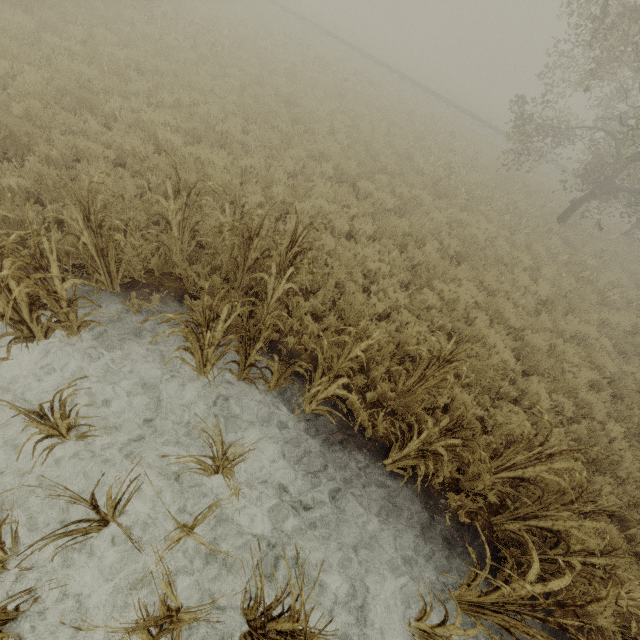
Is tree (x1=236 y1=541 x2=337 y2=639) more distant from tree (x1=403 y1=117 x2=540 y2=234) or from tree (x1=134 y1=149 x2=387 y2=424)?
tree (x1=403 y1=117 x2=540 y2=234)

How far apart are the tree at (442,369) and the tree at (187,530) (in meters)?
3.41

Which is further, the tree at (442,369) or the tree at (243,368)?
the tree at (442,369)

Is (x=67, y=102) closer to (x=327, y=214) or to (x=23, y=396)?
(x=327, y=214)

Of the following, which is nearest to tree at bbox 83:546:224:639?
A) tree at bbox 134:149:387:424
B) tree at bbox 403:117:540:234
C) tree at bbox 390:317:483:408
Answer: tree at bbox 134:149:387:424

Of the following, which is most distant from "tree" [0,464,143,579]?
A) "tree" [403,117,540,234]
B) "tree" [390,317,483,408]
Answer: "tree" [403,117,540,234]

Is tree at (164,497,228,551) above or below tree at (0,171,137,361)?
above

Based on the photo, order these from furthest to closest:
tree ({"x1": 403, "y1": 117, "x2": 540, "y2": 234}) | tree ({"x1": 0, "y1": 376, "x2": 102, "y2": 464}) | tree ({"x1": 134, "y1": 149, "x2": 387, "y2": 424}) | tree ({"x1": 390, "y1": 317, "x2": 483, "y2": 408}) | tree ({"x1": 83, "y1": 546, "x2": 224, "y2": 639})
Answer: tree ({"x1": 403, "y1": 117, "x2": 540, "y2": 234}), tree ({"x1": 390, "y1": 317, "x2": 483, "y2": 408}), tree ({"x1": 134, "y1": 149, "x2": 387, "y2": 424}), tree ({"x1": 0, "y1": 376, "x2": 102, "y2": 464}), tree ({"x1": 83, "y1": 546, "x2": 224, "y2": 639})
